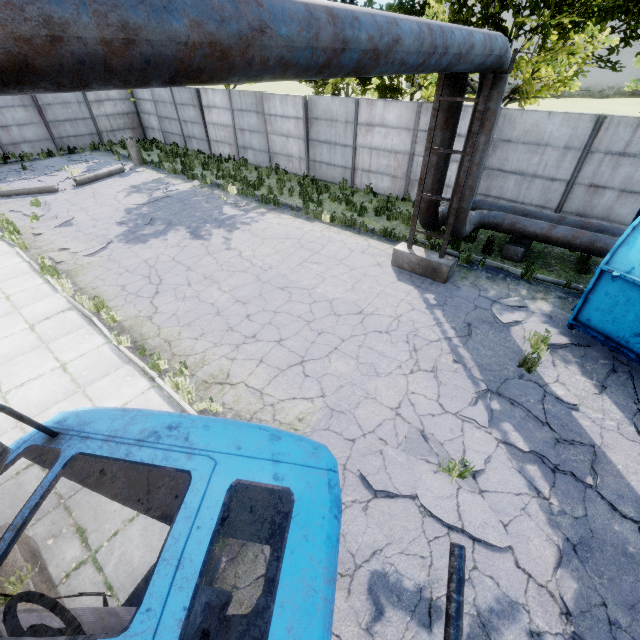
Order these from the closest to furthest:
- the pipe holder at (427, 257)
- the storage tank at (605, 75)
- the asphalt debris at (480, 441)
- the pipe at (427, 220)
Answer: the asphalt debris at (480, 441)
the pipe holder at (427, 257)
the pipe at (427, 220)
the storage tank at (605, 75)

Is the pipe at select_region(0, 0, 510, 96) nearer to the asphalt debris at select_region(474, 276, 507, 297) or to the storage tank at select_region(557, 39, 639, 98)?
the asphalt debris at select_region(474, 276, 507, 297)

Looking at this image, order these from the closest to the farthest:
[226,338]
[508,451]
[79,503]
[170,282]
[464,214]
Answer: [79,503]
[508,451]
[226,338]
[464,214]
[170,282]

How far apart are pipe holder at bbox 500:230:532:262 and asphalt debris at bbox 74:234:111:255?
13.1m

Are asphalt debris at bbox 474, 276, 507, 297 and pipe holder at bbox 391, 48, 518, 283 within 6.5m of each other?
yes

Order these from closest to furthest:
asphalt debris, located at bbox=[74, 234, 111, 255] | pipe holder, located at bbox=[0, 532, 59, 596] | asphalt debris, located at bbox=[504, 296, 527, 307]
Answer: pipe holder, located at bbox=[0, 532, 59, 596], asphalt debris, located at bbox=[504, 296, 527, 307], asphalt debris, located at bbox=[74, 234, 111, 255]

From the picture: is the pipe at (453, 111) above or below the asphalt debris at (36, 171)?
above

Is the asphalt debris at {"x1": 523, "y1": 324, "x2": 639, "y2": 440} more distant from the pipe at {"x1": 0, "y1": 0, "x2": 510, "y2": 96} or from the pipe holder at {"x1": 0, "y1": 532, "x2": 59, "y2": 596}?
the pipe holder at {"x1": 0, "y1": 532, "x2": 59, "y2": 596}
